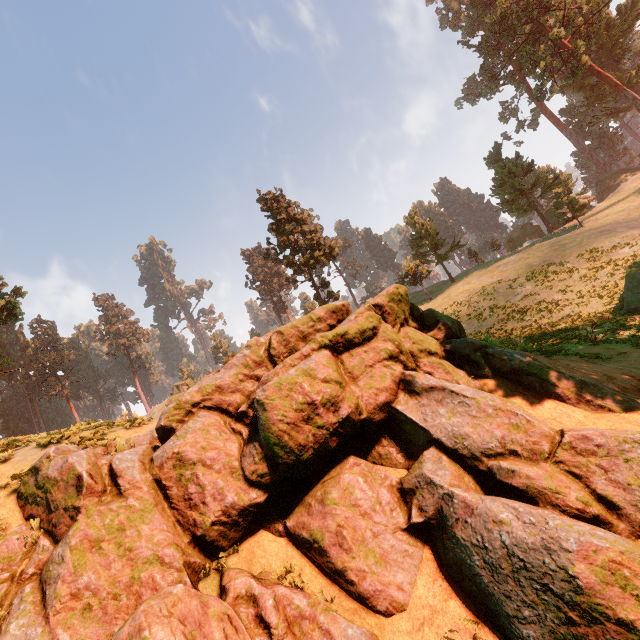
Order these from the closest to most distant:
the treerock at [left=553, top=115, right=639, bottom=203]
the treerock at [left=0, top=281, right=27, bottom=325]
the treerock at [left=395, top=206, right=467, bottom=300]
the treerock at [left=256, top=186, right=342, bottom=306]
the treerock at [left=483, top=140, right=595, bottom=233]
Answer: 1. the treerock at [left=0, top=281, right=27, bottom=325]
2. the treerock at [left=256, top=186, right=342, bottom=306]
3. the treerock at [left=483, top=140, right=595, bottom=233]
4. the treerock at [left=395, top=206, right=467, bottom=300]
5. the treerock at [left=553, top=115, right=639, bottom=203]

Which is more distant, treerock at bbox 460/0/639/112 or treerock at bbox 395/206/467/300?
treerock at bbox 395/206/467/300

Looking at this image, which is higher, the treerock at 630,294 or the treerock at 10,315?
the treerock at 10,315

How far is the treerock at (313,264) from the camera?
36.7m

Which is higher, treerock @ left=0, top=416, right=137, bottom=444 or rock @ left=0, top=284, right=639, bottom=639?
treerock @ left=0, top=416, right=137, bottom=444

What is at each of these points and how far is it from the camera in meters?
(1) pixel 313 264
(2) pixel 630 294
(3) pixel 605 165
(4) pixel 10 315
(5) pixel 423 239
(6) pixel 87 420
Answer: (1) treerock, 36.8 m
(2) treerock, 18.3 m
(3) treerock, 56.2 m
(4) treerock, 33.8 m
(5) treerock, 51.9 m
(6) treerock, 31.5 m

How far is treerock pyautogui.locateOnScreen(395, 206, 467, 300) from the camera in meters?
47.6 m
